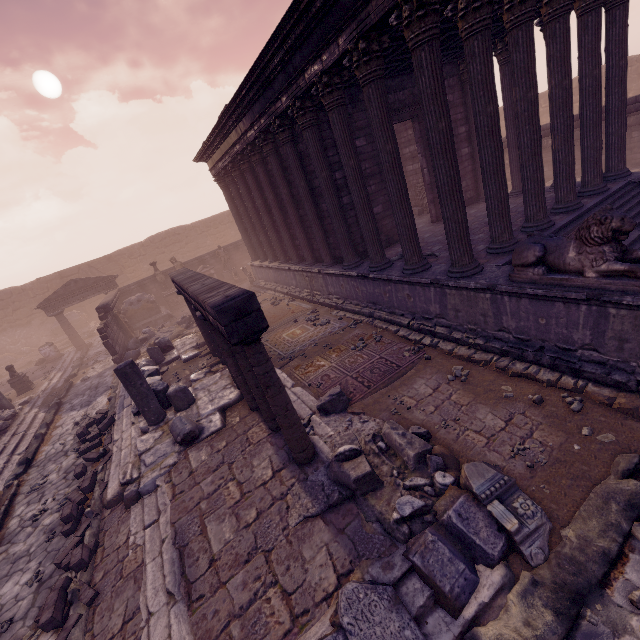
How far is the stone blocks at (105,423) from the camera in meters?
8.6

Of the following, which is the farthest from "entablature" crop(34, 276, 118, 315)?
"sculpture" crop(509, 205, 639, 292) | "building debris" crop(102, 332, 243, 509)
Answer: "sculpture" crop(509, 205, 639, 292)

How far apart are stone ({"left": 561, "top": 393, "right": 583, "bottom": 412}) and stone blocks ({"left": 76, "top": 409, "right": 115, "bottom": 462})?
11.3 meters

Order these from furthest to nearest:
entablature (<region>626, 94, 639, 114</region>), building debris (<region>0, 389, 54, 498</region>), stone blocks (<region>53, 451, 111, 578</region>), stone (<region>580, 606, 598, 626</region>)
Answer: entablature (<region>626, 94, 639, 114</region>)
building debris (<region>0, 389, 54, 498</region>)
stone blocks (<region>53, 451, 111, 578</region>)
stone (<region>580, 606, 598, 626</region>)

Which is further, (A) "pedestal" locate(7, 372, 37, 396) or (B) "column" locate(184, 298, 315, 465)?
(A) "pedestal" locate(7, 372, 37, 396)

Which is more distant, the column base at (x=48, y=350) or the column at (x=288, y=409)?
the column base at (x=48, y=350)

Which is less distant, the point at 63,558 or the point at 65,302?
the point at 63,558

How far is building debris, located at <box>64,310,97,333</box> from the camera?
25.4m
